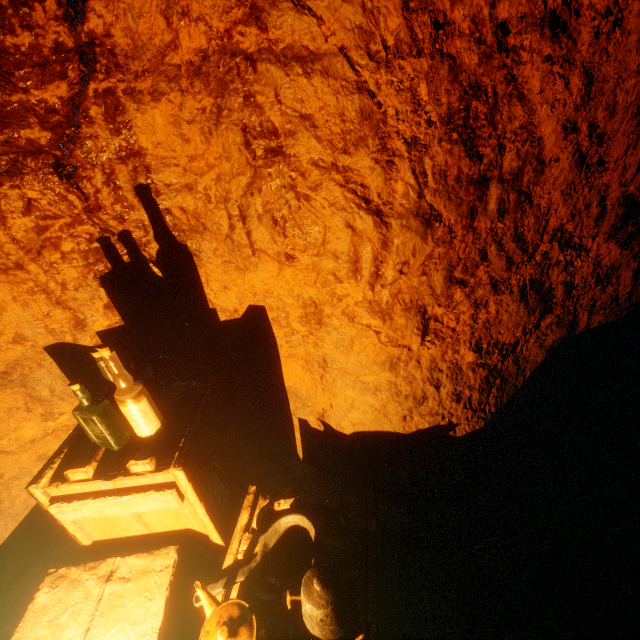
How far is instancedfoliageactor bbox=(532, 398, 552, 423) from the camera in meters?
2.4

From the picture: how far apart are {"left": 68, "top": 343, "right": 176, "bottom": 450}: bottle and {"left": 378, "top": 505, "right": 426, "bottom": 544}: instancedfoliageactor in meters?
1.3 m

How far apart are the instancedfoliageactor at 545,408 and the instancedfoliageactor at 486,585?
0.89m

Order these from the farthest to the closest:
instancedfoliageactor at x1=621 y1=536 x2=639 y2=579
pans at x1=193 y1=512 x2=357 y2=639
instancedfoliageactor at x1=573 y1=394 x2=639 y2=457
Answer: instancedfoliageactor at x1=573 y1=394 x2=639 y2=457
instancedfoliageactor at x1=621 y1=536 x2=639 y2=579
pans at x1=193 y1=512 x2=357 y2=639

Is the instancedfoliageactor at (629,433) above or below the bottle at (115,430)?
below

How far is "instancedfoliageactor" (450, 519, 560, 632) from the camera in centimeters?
141cm

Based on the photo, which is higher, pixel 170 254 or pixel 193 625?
pixel 170 254

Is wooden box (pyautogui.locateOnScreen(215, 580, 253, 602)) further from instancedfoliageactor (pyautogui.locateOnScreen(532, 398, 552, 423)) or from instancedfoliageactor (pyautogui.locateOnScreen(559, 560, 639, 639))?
instancedfoliageactor (pyautogui.locateOnScreen(532, 398, 552, 423))
